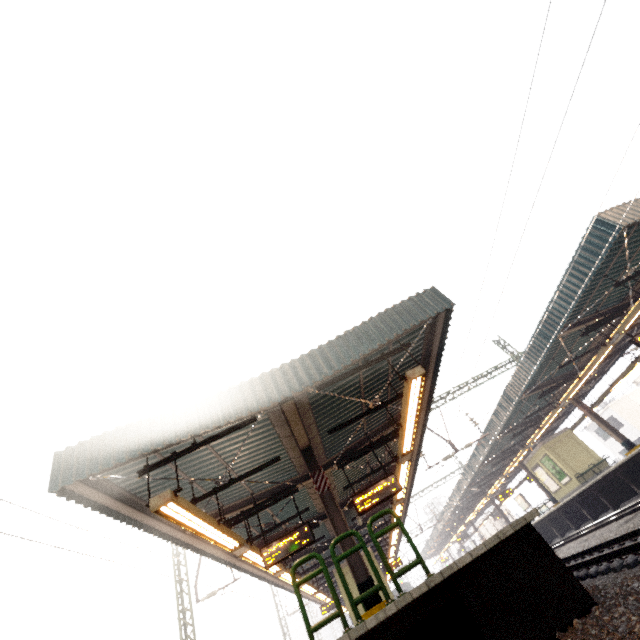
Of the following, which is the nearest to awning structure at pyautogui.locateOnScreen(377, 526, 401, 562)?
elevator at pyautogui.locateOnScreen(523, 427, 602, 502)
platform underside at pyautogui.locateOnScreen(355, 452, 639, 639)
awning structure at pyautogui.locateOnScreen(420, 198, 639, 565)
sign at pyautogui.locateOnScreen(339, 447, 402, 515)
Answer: sign at pyautogui.locateOnScreen(339, 447, 402, 515)

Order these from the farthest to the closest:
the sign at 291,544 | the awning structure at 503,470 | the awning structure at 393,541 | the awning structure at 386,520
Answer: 1. the awning structure at 393,541
2. the awning structure at 386,520
3. the awning structure at 503,470
4. the sign at 291,544

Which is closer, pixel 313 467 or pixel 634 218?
pixel 313 467

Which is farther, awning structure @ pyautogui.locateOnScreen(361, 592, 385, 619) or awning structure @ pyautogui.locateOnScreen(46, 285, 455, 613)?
awning structure @ pyautogui.locateOnScreen(46, 285, 455, 613)

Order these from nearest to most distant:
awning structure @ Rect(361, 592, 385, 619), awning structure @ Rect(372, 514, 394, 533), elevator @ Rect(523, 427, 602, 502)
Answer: awning structure @ Rect(361, 592, 385, 619) → awning structure @ Rect(372, 514, 394, 533) → elevator @ Rect(523, 427, 602, 502)

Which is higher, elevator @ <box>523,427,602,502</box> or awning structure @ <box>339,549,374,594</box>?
elevator @ <box>523,427,602,502</box>

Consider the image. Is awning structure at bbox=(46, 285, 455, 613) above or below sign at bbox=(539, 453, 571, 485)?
above

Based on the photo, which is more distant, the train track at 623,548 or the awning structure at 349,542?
the awning structure at 349,542
